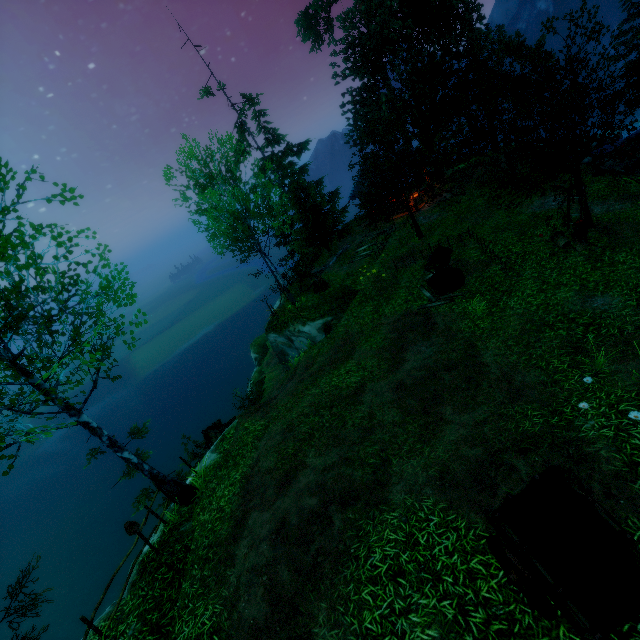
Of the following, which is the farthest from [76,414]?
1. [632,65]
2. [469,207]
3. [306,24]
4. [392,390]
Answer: [632,65]

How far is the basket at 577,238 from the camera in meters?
11.9

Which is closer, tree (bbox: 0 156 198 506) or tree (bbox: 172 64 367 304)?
tree (bbox: 0 156 198 506)

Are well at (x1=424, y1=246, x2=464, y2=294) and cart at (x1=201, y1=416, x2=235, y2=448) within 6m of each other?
no

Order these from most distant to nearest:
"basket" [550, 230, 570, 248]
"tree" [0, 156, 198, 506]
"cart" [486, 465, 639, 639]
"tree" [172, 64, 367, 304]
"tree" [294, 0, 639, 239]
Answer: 1. "tree" [172, 64, 367, 304]
2. "basket" [550, 230, 570, 248]
3. "tree" [294, 0, 639, 239]
4. "tree" [0, 156, 198, 506]
5. "cart" [486, 465, 639, 639]

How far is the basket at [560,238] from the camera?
12.50m

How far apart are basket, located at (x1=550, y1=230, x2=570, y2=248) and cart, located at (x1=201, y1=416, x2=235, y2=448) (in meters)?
17.12

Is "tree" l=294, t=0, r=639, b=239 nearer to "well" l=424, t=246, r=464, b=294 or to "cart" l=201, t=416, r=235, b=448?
"well" l=424, t=246, r=464, b=294
